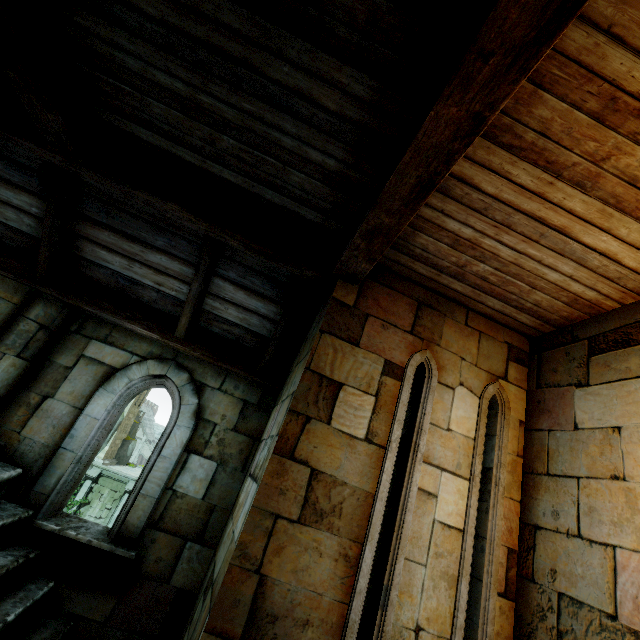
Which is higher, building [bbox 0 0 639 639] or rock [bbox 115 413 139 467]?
building [bbox 0 0 639 639]

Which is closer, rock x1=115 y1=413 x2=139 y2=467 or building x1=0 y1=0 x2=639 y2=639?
building x1=0 y1=0 x2=639 y2=639

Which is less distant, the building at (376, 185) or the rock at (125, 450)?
the building at (376, 185)

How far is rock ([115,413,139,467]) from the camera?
32.72m

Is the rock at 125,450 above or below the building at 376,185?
below

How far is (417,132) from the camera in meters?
2.0 m
